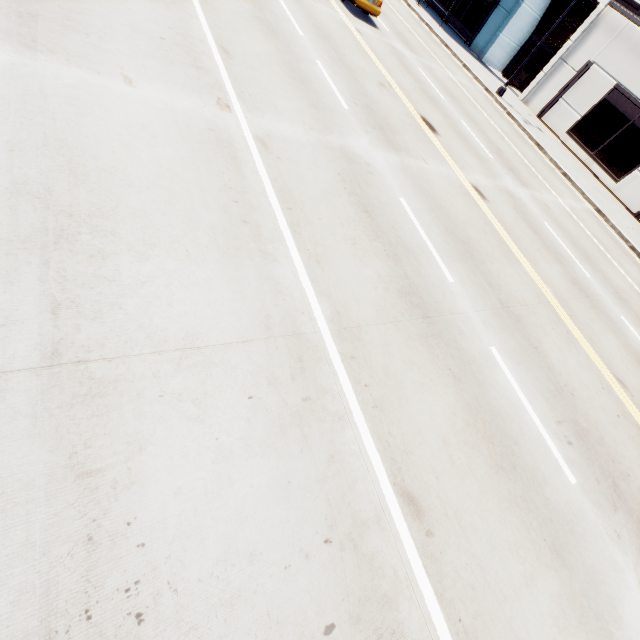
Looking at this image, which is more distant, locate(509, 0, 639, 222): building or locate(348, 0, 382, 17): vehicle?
locate(509, 0, 639, 222): building

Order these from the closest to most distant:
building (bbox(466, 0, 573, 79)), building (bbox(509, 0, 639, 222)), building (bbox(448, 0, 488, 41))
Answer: building (bbox(509, 0, 639, 222)) < building (bbox(466, 0, 573, 79)) < building (bbox(448, 0, 488, 41))

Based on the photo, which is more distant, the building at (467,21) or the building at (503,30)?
the building at (467,21)

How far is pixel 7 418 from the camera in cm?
265

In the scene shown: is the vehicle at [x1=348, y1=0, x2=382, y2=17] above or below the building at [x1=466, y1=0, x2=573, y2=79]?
below

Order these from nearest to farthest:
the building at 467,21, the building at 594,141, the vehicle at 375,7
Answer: the vehicle at 375,7, the building at 594,141, the building at 467,21

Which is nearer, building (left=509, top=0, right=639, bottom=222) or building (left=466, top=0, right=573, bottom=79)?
building (left=509, top=0, right=639, bottom=222)
